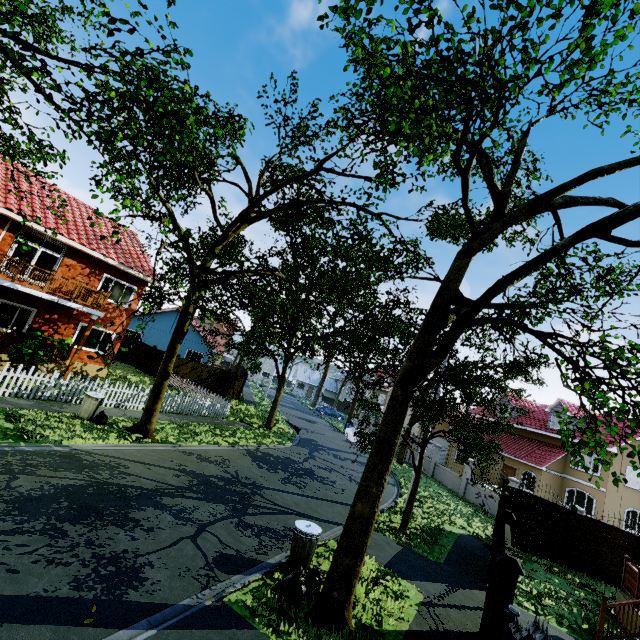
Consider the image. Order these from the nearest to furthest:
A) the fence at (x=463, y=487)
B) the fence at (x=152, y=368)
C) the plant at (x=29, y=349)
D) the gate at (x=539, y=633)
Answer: the gate at (x=539, y=633), the plant at (x=29, y=349), the fence at (x=463, y=487), the fence at (x=152, y=368)

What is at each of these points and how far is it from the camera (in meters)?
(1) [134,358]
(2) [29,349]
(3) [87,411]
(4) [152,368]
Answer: (1) fence, 27.58
(2) plant, 13.46
(3) trash can, 11.92
(4) fence, 26.00

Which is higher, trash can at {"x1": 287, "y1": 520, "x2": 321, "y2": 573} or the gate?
the gate

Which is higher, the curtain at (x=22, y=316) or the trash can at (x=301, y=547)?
the curtain at (x=22, y=316)

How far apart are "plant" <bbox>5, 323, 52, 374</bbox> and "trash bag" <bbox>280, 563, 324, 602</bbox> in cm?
1329

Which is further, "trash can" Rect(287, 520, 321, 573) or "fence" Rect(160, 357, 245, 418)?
"fence" Rect(160, 357, 245, 418)

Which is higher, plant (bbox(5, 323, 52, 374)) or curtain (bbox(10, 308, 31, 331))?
curtain (bbox(10, 308, 31, 331))

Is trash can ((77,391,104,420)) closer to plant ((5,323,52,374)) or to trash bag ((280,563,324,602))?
plant ((5,323,52,374))
